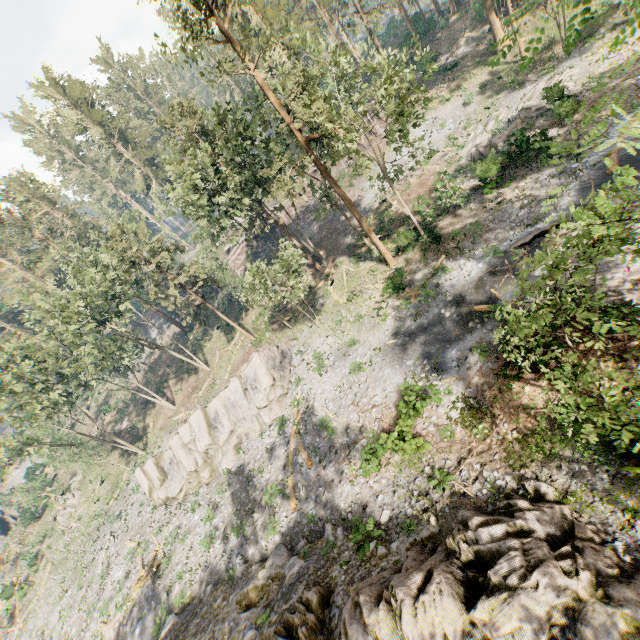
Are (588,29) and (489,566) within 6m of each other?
no

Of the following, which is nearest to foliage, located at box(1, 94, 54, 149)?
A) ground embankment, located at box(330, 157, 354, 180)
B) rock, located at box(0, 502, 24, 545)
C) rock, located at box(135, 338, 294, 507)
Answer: ground embankment, located at box(330, 157, 354, 180)

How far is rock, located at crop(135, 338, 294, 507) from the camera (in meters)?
27.77

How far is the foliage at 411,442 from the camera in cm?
1554

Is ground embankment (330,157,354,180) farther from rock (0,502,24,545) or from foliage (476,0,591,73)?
rock (0,502,24,545)

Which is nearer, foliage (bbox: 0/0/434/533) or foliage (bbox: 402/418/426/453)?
foliage (bbox: 402/418/426/453)

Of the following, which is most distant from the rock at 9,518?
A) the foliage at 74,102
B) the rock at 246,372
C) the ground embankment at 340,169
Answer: the rock at 246,372
